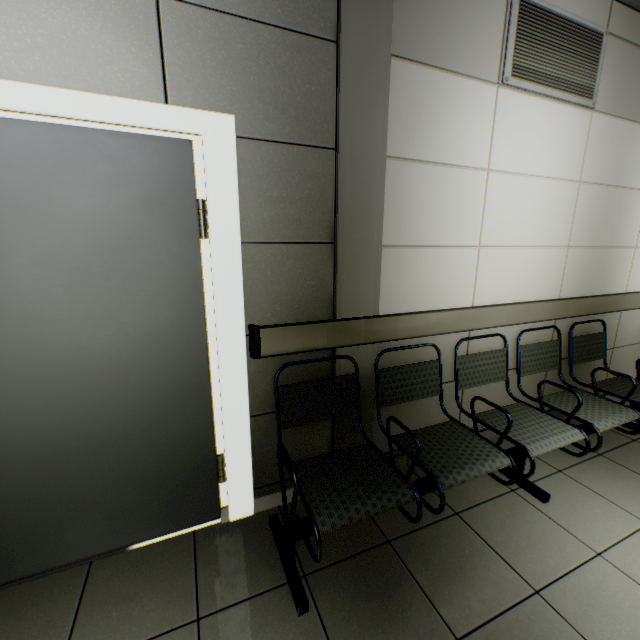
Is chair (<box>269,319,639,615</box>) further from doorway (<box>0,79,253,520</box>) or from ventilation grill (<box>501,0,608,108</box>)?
ventilation grill (<box>501,0,608,108</box>)

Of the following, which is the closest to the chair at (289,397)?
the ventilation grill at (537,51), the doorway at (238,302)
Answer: the doorway at (238,302)

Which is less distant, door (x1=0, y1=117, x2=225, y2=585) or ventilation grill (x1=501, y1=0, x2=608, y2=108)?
door (x1=0, y1=117, x2=225, y2=585)

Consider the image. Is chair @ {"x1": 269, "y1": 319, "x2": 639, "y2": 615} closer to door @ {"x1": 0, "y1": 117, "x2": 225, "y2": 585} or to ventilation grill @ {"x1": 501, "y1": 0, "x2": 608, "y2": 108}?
door @ {"x1": 0, "y1": 117, "x2": 225, "y2": 585}

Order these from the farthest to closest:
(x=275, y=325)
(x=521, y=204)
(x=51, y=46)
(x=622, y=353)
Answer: (x=622, y=353)
(x=521, y=204)
(x=275, y=325)
(x=51, y=46)

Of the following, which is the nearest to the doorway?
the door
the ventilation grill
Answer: the door

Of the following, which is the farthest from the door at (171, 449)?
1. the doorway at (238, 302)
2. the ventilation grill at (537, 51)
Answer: the ventilation grill at (537, 51)

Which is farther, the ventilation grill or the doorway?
the ventilation grill
